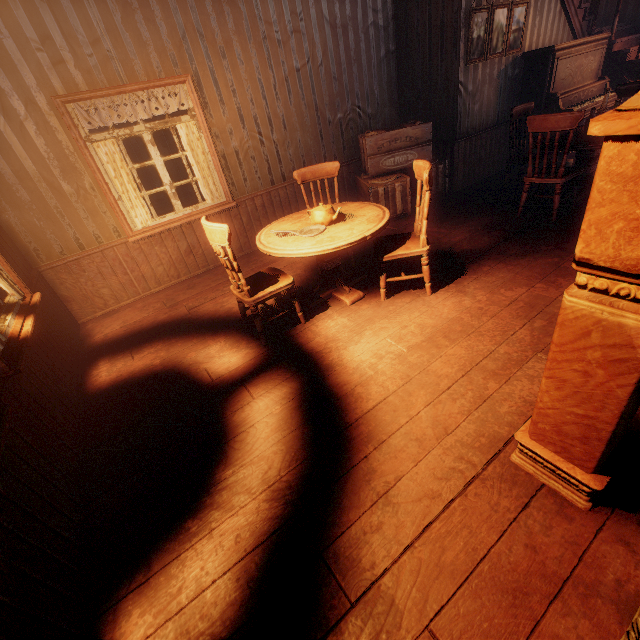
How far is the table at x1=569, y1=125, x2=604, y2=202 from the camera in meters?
3.8

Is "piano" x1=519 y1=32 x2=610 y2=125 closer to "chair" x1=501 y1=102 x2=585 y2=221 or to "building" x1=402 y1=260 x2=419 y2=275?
"building" x1=402 y1=260 x2=419 y2=275

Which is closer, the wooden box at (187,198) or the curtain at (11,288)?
the curtain at (11,288)

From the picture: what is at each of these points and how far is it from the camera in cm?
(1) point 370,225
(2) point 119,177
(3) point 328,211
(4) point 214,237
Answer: (1) table, 300
(2) curtain, 408
(3) teapot, 314
(4) chair, 259

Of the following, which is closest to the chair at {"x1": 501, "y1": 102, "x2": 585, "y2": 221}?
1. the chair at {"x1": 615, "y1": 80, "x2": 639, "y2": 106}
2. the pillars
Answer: the chair at {"x1": 615, "y1": 80, "x2": 639, "y2": 106}

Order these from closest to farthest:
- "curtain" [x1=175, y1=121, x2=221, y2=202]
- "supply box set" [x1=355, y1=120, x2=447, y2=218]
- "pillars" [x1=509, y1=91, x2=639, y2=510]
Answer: "pillars" [x1=509, y1=91, x2=639, y2=510] → "curtain" [x1=175, y1=121, x2=221, y2=202] → "supply box set" [x1=355, y1=120, x2=447, y2=218]

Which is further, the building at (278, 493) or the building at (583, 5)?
the building at (583, 5)

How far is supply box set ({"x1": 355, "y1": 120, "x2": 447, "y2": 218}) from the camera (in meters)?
5.10
